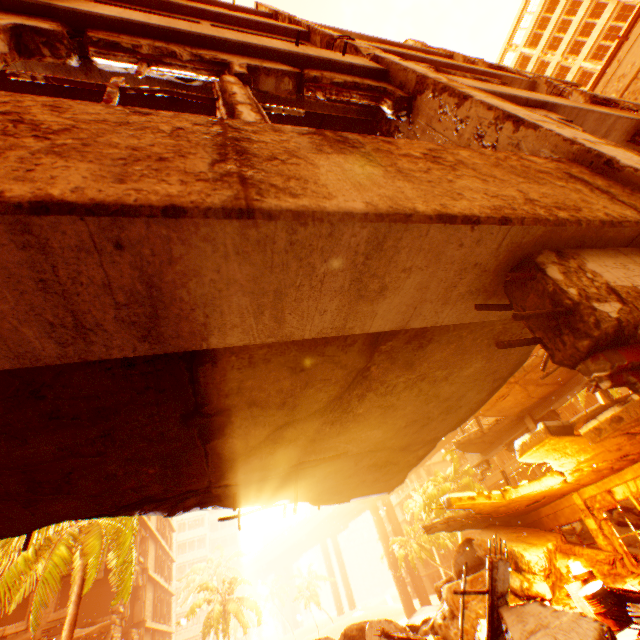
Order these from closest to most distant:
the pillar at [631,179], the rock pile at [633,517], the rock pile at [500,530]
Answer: the pillar at [631,179] → the rock pile at [500,530] → the rock pile at [633,517]

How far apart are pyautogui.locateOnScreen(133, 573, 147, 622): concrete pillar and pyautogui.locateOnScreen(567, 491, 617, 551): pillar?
28.6m

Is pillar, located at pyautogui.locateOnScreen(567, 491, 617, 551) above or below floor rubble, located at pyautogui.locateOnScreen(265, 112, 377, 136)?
below

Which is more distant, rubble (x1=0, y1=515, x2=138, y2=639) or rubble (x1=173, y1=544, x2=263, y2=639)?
rubble (x1=173, y1=544, x2=263, y2=639)

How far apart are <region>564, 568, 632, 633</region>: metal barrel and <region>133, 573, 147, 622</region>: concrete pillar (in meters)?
28.46

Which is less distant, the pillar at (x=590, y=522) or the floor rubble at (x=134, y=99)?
the floor rubble at (x=134, y=99)

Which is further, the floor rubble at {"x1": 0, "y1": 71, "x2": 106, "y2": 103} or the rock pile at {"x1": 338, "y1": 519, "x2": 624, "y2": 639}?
the rock pile at {"x1": 338, "y1": 519, "x2": 624, "y2": 639}

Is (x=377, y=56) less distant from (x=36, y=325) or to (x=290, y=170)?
(x=290, y=170)
